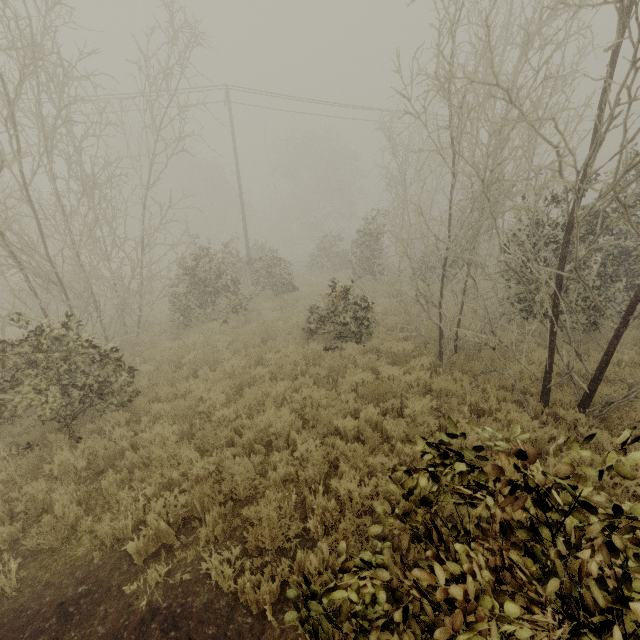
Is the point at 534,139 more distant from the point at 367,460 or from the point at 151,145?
the point at 151,145
